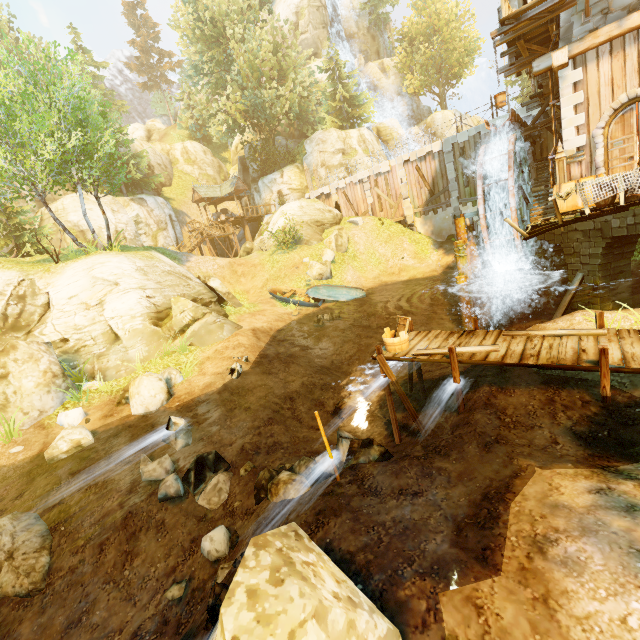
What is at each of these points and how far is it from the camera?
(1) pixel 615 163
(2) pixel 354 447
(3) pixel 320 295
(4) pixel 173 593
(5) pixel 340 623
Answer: (1) door, 11.8m
(2) rock, 6.6m
(3) boat, 19.7m
(4) rock, 5.8m
(5) rock, 2.0m

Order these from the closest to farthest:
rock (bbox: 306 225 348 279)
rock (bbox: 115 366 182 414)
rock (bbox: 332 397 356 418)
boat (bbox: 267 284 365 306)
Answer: rock (bbox: 115 366 182 414) → rock (bbox: 332 397 356 418) → boat (bbox: 267 284 365 306) → rock (bbox: 306 225 348 279)

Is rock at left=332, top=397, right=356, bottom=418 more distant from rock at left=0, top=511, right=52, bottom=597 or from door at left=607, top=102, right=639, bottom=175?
door at left=607, top=102, right=639, bottom=175

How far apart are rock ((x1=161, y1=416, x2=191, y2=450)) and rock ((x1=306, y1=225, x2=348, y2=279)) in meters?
16.8

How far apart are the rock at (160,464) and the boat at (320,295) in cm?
1221

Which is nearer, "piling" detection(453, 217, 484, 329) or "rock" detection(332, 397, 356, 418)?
"rock" detection(332, 397, 356, 418)

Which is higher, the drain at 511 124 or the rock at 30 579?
the drain at 511 124

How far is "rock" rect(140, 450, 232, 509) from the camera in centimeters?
710cm
